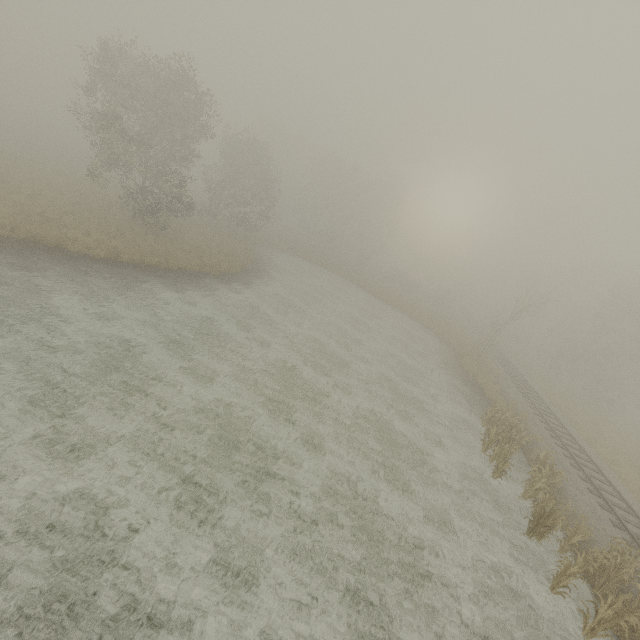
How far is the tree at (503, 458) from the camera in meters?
14.4

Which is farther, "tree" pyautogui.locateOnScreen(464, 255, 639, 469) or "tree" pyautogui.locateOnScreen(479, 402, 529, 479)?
"tree" pyautogui.locateOnScreen(464, 255, 639, 469)

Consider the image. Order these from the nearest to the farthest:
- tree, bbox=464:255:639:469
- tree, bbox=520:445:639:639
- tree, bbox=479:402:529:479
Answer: tree, bbox=520:445:639:639 < tree, bbox=479:402:529:479 < tree, bbox=464:255:639:469

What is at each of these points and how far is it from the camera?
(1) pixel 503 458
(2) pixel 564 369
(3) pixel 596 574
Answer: (1) tree, 15.45m
(2) tree, 36.50m
(3) tree, 10.80m

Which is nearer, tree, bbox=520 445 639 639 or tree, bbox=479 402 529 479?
tree, bbox=520 445 639 639

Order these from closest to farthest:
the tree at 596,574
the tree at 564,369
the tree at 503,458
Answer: the tree at 596,574
the tree at 503,458
the tree at 564,369

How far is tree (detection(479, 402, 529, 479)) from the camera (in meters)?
14.43
